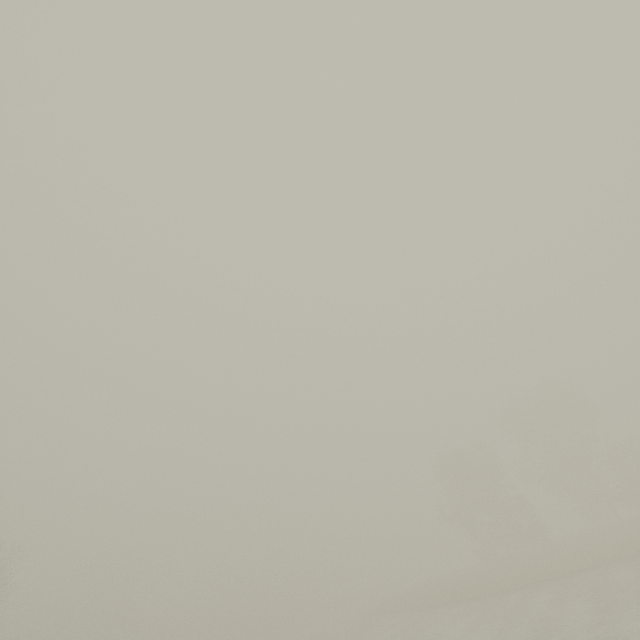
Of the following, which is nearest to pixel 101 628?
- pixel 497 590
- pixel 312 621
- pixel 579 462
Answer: pixel 312 621
